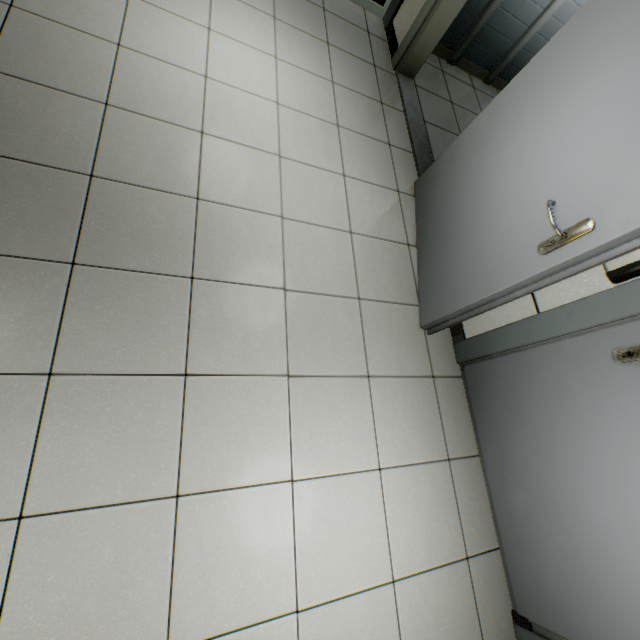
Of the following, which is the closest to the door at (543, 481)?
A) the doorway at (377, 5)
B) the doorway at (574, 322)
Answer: the doorway at (574, 322)

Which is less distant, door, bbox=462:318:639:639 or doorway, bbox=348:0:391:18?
door, bbox=462:318:639:639

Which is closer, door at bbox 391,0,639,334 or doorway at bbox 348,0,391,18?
door at bbox 391,0,639,334

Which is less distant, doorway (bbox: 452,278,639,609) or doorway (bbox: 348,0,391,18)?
doorway (bbox: 452,278,639,609)

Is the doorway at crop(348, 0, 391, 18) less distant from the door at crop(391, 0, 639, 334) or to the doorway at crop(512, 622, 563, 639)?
the door at crop(391, 0, 639, 334)

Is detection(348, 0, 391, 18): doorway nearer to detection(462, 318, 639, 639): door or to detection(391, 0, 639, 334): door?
detection(391, 0, 639, 334): door

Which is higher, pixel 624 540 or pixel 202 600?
pixel 624 540
